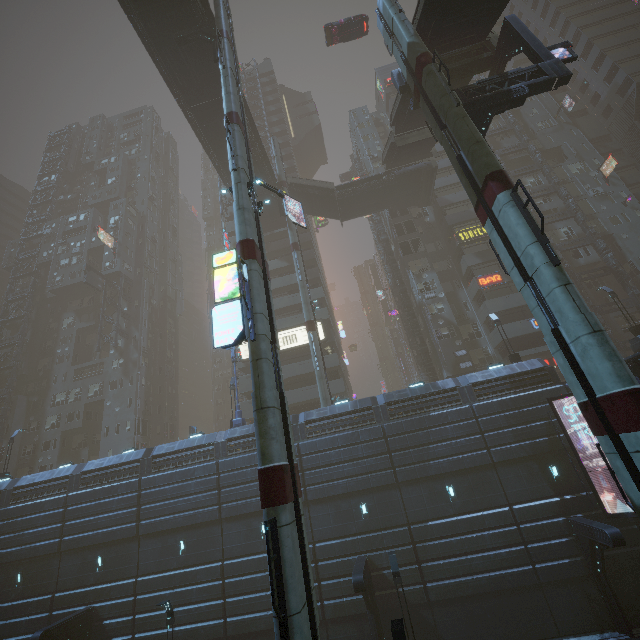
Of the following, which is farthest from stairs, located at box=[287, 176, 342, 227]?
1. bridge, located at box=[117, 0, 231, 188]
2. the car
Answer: the car

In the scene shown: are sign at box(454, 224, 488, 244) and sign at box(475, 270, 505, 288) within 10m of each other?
yes

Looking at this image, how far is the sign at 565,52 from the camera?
17.1 meters

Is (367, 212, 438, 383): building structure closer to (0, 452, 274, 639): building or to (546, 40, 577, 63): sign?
(0, 452, 274, 639): building

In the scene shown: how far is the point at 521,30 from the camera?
17.9 meters

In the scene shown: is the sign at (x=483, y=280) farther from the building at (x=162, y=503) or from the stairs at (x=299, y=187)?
the stairs at (x=299, y=187)

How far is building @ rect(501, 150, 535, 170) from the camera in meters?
44.1

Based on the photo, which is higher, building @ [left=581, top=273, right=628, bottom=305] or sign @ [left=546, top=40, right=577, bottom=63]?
sign @ [left=546, top=40, right=577, bottom=63]
